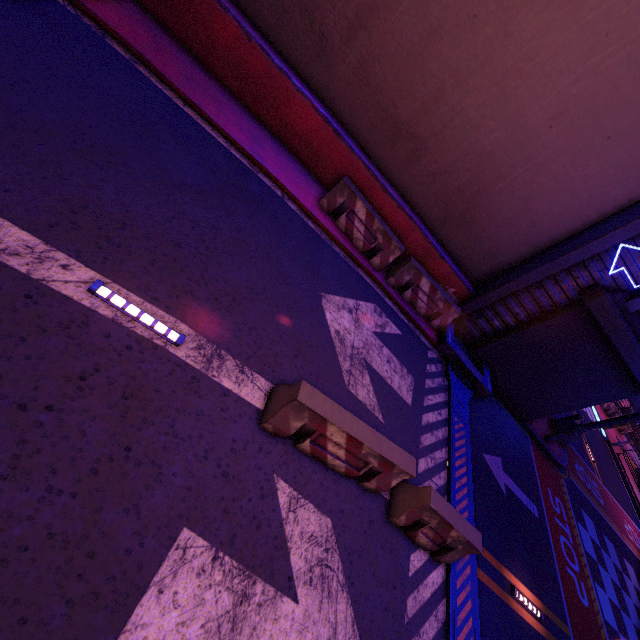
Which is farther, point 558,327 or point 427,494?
point 558,327

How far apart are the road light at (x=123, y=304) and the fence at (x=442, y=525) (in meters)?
1.43

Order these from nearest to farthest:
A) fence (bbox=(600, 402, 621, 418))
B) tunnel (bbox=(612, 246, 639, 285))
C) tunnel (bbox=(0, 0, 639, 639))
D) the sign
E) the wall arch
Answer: tunnel (bbox=(0, 0, 639, 639))
tunnel (bbox=(612, 246, 639, 285))
the wall arch
the sign
fence (bbox=(600, 402, 621, 418))

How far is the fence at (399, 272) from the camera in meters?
8.9 m

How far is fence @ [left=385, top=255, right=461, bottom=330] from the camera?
8.9 meters

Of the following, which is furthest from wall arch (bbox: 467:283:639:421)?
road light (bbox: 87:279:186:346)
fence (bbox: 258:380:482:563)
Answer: road light (bbox: 87:279:186:346)

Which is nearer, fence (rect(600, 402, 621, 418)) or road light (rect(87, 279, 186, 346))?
road light (rect(87, 279, 186, 346))

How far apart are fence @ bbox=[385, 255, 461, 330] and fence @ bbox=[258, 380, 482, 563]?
4.9 meters
